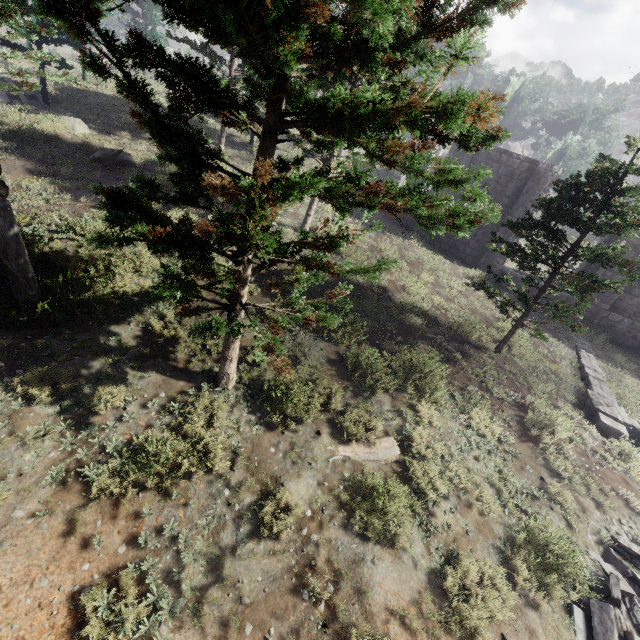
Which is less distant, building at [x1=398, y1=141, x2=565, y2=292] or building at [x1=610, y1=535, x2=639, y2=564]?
building at [x1=610, y1=535, x2=639, y2=564]

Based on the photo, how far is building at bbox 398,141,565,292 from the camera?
17.6 meters

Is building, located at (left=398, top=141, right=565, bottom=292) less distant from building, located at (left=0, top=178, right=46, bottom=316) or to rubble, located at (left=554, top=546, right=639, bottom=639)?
building, located at (left=0, top=178, right=46, bottom=316)

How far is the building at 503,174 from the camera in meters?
17.6 m

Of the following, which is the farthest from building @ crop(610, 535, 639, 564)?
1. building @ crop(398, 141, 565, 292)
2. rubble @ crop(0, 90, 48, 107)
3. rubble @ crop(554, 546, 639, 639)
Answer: rubble @ crop(0, 90, 48, 107)

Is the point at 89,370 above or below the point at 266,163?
below

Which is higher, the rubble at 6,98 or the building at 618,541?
the rubble at 6,98

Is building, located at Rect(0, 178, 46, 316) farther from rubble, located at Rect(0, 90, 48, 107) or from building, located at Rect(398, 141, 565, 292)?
rubble, located at Rect(0, 90, 48, 107)
